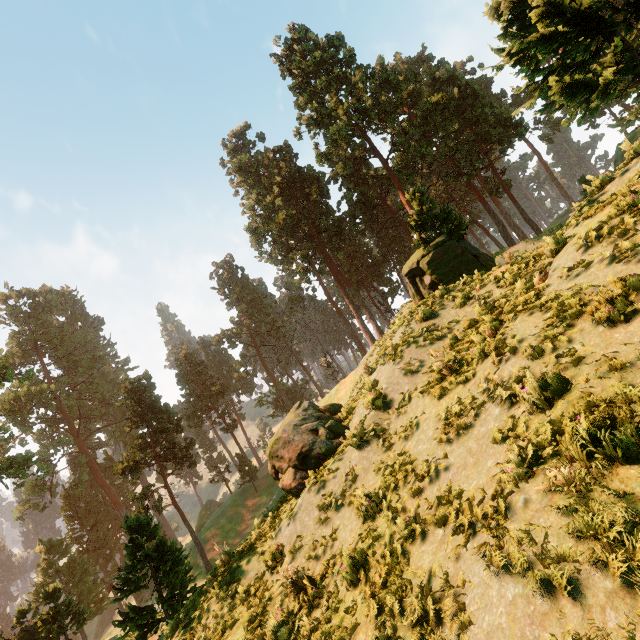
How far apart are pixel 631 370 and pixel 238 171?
51.2m

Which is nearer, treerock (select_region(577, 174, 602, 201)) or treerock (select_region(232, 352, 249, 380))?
treerock (select_region(577, 174, 602, 201))

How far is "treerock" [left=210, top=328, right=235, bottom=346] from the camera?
57.8 meters

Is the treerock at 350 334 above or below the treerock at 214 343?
below

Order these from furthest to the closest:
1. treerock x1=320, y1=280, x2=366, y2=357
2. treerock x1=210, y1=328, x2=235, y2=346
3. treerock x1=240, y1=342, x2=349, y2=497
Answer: treerock x1=210, y1=328, x2=235, y2=346 < treerock x1=320, y1=280, x2=366, y2=357 < treerock x1=240, y1=342, x2=349, y2=497
